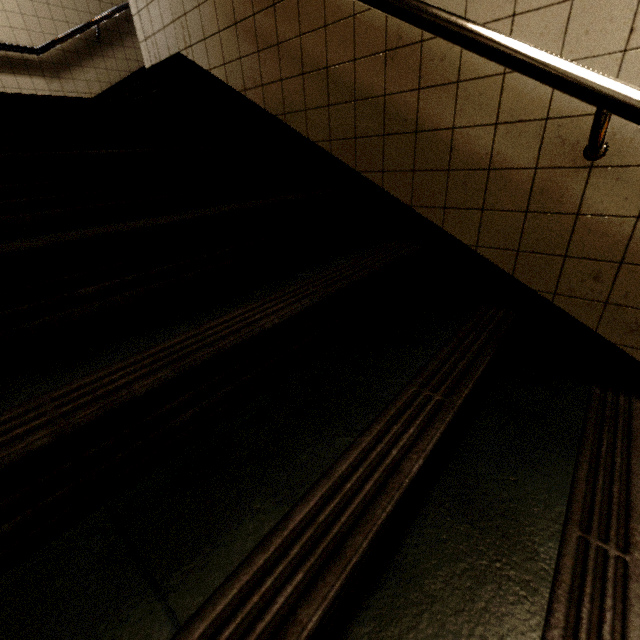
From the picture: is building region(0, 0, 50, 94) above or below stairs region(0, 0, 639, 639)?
above

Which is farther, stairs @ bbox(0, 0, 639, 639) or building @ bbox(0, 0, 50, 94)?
building @ bbox(0, 0, 50, 94)

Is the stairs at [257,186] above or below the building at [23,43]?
below

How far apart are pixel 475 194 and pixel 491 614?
1.3m

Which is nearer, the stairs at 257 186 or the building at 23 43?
the stairs at 257 186
